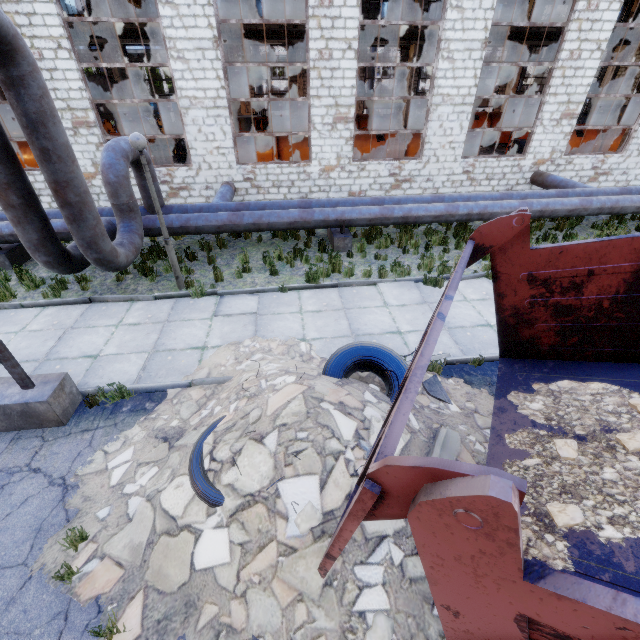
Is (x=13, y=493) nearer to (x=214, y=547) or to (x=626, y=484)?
(x=214, y=547)

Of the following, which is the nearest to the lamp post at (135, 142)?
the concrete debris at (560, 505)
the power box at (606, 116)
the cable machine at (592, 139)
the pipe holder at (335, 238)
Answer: the pipe holder at (335, 238)

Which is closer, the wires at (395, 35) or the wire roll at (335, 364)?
the wire roll at (335, 364)

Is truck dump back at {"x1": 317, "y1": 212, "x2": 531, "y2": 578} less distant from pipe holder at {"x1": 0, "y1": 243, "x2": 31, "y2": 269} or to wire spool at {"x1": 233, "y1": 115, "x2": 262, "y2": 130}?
pipe holder at {"x1": 0, "y1": 243, "x2": 31, "y2": 269}

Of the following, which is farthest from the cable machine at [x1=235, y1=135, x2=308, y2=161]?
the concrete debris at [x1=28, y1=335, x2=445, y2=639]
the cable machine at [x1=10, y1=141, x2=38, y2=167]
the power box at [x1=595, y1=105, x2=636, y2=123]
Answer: the power box at [x1=595, y1=105, x2=636, y2=123]

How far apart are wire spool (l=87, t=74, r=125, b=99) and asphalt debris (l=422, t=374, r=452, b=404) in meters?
19.2

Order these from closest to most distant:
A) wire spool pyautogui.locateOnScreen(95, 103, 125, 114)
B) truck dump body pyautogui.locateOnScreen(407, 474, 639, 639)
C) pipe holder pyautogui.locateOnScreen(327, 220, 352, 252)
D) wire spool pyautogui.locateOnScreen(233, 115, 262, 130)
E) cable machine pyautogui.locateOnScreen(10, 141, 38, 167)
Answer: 1. truck dump body pyautogui.locateOnScreen(407, 474, 639, 639)
2. pipe holder pyautogui.locateOnScreen(327, 220, 352, 252)
3. cable machine pyautogui.locateOnScreen(10, 141, 38, 167)
4. wire spool pyautogui.locateOnScreen(95, 103, 125, 114)
5. wire spool pyautogui.locateOnScreen(233, 115, 262, 130)

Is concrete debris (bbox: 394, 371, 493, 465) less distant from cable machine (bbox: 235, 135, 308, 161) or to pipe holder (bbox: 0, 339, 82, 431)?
pipe holder (bbox: 0, 339, 82, 431)
